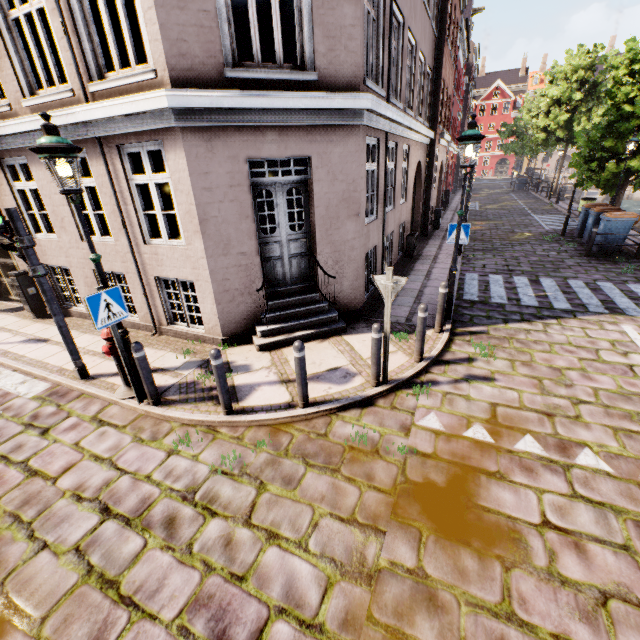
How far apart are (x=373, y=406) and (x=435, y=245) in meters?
11.0

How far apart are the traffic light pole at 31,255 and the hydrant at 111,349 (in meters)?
1.50

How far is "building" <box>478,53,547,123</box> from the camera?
56.75m

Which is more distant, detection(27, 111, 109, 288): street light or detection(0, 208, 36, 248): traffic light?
detection(0, 208, 36, 248): traffic light

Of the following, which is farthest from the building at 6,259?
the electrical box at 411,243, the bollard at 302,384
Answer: the bollard at 302,384

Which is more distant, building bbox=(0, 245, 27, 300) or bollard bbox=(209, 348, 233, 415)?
building bbox=(0, 245, 27, 300)

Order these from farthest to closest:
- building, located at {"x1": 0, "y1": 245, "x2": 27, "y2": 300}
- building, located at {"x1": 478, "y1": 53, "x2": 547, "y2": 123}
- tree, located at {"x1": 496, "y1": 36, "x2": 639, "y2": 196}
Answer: building, located at {"x1": 478, "y1": 53, "x2": 547, "y2": 123}
tree, located at {"x1": 496, "y1": 36, "x2": 639, "y2": 196}
building, located at {"x1": 0, "y1": 245, "x2": 27, "y2": 300}

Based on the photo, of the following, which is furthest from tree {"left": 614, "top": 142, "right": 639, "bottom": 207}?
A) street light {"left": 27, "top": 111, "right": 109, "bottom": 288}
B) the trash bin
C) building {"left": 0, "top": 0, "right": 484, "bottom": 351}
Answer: building {"left": 0, "top": 0, "right": 484, "bottom": 351}
